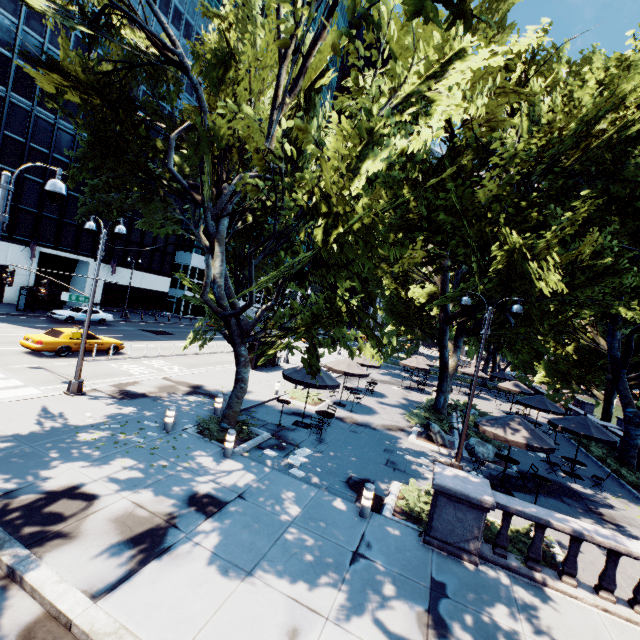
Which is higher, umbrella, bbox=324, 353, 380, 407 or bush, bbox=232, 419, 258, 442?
umbrella, bbox=324, 353, 380, 407

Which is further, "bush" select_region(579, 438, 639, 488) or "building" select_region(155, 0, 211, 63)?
"building" select_region(155, 0, 211, 63)

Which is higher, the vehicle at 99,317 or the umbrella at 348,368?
the umbrella at 348,368

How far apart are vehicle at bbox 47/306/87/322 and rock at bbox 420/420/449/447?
31.2 meters

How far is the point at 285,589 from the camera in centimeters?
606cm

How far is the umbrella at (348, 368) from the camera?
18.9 meters

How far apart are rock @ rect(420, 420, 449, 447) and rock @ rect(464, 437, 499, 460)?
0.7m

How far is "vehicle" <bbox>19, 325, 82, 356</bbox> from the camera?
17.5m
